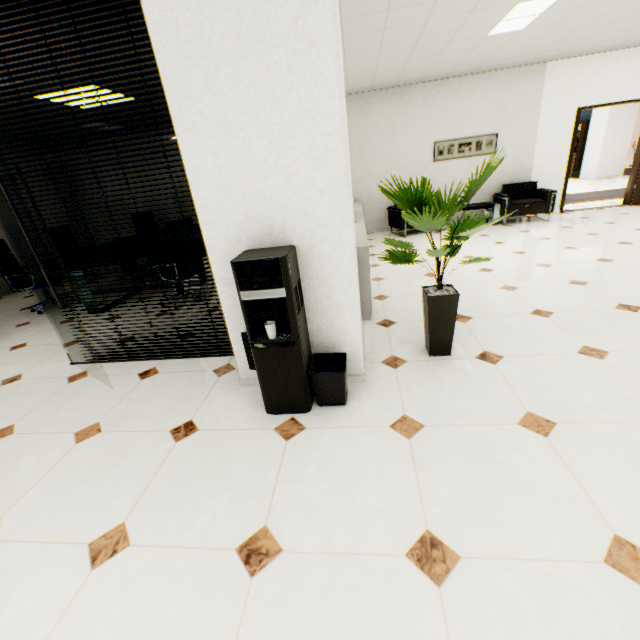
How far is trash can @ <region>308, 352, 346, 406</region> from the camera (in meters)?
2.14

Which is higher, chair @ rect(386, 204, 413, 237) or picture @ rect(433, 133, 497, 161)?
picture @ rect(433, 133, 497, 161)

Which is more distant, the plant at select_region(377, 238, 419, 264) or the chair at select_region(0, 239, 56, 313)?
the chair at select_region(0, 239, 56, 313)

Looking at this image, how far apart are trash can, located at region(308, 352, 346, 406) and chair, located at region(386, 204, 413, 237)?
5.5m

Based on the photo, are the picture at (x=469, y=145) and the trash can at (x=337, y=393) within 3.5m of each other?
no

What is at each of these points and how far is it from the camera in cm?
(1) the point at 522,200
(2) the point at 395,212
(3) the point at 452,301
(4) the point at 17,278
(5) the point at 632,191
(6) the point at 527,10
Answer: (1) chair, 705
(2) chair, 720
(3) plant, 244
(4) chair, 504
(5) door, 726
(6) light, 391

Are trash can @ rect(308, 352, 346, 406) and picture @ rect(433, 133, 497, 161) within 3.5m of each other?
no

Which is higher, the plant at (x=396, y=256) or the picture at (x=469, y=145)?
the picture at (x=469, y=145)
